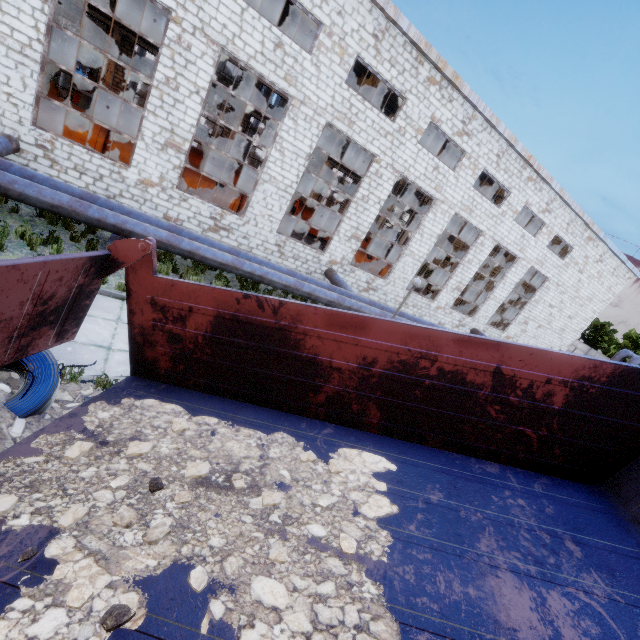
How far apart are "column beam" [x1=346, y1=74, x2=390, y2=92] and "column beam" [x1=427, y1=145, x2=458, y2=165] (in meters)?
8.52

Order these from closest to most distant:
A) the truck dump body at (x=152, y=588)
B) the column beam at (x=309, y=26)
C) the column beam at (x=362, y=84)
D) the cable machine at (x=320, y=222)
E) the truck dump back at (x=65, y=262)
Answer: the truck dump body at (x=152, y=588)
the truck dump back at (x=65, y=262)
the column beam at (x=309, y=26)
the column beam at (x=362, y=84)
the cable machine at (x=320, y=222)

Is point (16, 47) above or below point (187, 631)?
above

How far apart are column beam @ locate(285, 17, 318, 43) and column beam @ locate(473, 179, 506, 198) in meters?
17.5 m

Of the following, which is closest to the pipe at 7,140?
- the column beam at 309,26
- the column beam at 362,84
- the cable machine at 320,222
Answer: the column beam at 362,84

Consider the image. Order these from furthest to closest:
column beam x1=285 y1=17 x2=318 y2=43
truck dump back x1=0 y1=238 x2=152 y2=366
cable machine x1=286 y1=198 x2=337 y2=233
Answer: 1. cable machine x1=286 y1=198 x2=337 y2=233
2. column beam x1=285 y1=17 x2=318 y2=43
3. truck dump back x1=0 y1=238 x2=152 y2=366

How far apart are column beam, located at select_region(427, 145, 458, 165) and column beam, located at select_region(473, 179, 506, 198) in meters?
4.0

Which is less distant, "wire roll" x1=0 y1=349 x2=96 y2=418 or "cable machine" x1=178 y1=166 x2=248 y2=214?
"wire roll" x1=0 y1=349 x2=96 y2=418
